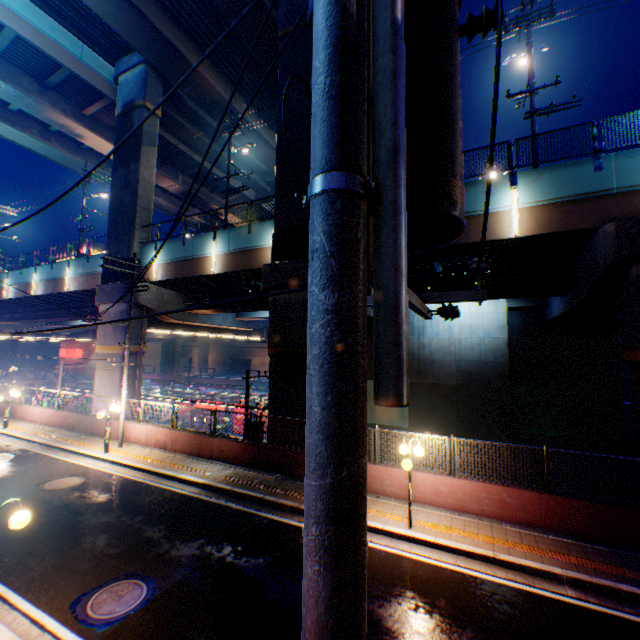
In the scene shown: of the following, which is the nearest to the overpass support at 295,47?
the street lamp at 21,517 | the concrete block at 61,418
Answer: the concrete block at 61,418

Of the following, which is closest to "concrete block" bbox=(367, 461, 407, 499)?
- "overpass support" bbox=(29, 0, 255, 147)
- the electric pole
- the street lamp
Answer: "overpass support" bbox=(29, 0, 255, 147)

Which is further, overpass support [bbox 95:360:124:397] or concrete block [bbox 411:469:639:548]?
overpass support [bbox 95:360:124:397]

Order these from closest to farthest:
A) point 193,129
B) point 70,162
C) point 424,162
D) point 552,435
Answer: point 424,162 < point 552,435 < point 193,129 < point 70,162

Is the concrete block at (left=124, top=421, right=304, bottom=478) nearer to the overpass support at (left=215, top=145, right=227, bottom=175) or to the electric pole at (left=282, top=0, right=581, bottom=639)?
the overpass support at (left=215, top=145, right=227, bottom=175)

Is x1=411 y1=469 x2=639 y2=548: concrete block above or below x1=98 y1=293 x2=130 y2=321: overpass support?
below

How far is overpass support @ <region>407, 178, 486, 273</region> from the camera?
12.71m

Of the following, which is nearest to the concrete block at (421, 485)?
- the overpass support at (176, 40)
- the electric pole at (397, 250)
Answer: the overpass support at (176, 40)
